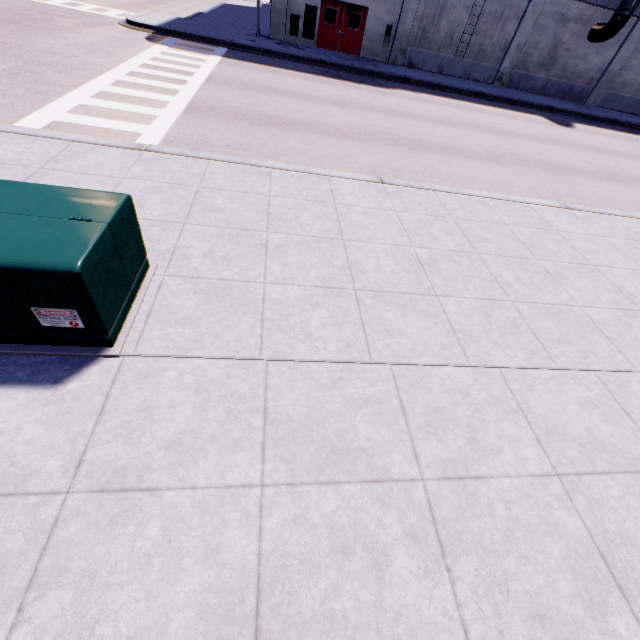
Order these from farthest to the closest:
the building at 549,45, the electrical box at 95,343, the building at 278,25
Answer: the building at 549,45, the building at 278,25, the electrical box at 95,343

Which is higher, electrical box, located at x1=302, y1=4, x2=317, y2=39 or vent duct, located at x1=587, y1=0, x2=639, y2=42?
vent duct, located at x1=587, y1=0, x2=639, y2=42

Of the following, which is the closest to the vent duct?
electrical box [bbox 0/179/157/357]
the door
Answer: the door

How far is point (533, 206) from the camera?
7.9m

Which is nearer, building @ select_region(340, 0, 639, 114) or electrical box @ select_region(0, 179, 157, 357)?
electrical box @ select_region(0, 179, 157, 357)

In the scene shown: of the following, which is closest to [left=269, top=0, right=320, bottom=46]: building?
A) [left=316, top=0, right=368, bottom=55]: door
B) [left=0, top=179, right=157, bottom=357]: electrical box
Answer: [left=316, top=0, right=368, bottom=55]: door

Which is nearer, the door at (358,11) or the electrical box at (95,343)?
the electrical box at (95,343)
